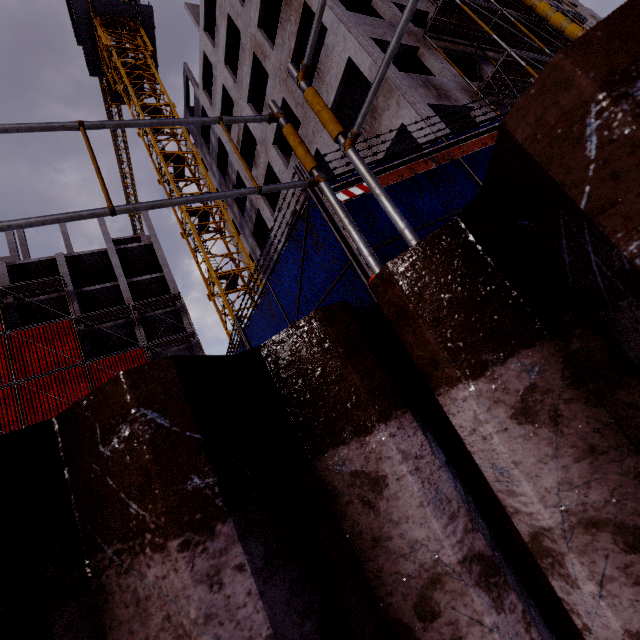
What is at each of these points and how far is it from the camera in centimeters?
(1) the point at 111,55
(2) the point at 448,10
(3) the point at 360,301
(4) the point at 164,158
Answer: (1) tower crane, 2658cm
(2) scaffolding, 1372cm
(3) fence, 389cm
(4) tower crane, 2158cm

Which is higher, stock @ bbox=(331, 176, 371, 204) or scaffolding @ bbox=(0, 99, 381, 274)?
stock @ bbox=(331, 176, 371, 204)

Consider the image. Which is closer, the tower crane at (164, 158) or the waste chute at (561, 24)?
the waste chute at (561, 24)

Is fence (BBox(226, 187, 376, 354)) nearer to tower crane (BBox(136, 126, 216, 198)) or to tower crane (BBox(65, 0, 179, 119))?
tower crane (BBox(136, 126, 216, 198))

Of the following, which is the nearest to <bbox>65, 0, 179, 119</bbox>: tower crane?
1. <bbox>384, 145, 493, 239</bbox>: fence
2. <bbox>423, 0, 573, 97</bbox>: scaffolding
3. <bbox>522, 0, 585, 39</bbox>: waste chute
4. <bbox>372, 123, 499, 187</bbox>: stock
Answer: <bbox>423, 0, 573, 97</bbox>: scaffolding

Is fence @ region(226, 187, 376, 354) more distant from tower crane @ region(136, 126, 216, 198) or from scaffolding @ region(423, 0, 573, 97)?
tower crane @ region(136, 126, 216, 198)

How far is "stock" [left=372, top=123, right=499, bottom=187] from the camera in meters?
3.7

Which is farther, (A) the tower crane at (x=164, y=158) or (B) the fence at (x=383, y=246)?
(A) the tower crane at (x=164, y=158)
